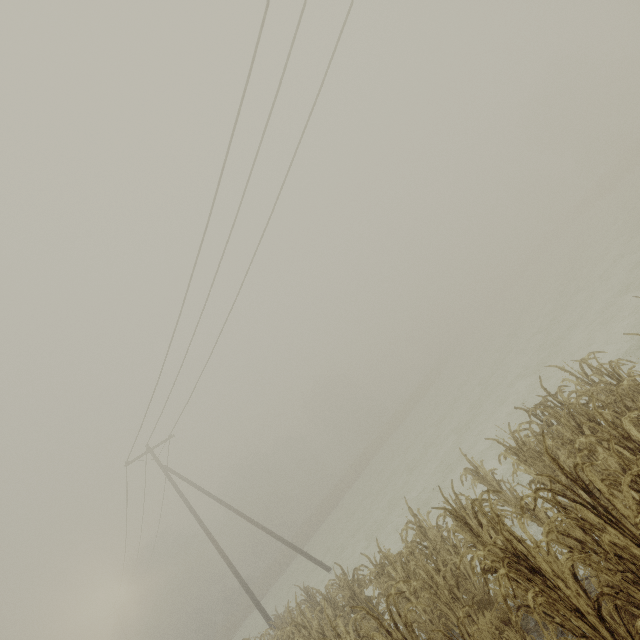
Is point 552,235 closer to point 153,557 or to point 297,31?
point 297,31

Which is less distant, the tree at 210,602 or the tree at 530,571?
the tree at 530,571

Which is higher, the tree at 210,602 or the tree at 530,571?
the tree at 210,602

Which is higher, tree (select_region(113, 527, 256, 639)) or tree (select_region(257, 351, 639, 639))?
tree (select_region(113, 527, 256, 639))

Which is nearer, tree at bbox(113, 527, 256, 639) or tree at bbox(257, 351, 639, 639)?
tree at bbox(257, 351, 639, 639)
